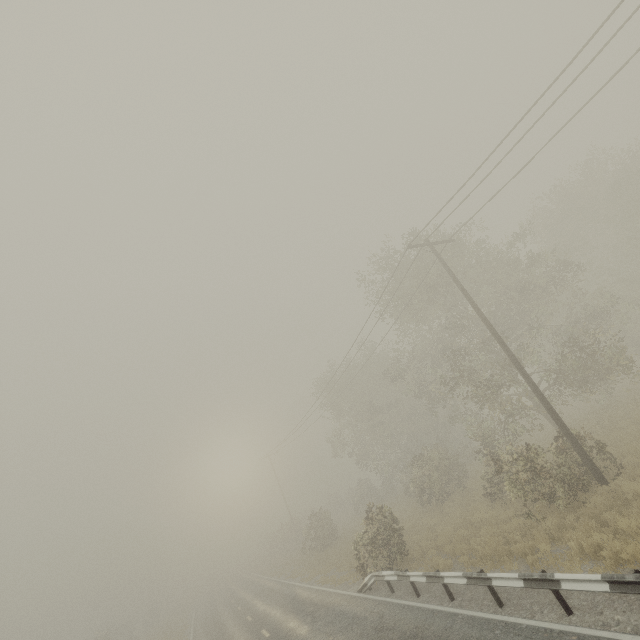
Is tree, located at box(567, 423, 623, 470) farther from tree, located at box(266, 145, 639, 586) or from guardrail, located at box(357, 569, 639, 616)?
tree, located at box(266, 145, 639, 586)

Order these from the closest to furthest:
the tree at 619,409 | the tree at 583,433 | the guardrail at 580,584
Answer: the guardrail at 580,584, the tree at 583,433, the tree at 619,409

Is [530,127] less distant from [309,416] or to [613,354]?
[613,354]

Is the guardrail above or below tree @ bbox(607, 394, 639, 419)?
above

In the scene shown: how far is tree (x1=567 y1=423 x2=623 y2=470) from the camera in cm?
1191

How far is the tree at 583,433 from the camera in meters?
11.9

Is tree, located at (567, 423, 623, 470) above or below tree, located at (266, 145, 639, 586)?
below

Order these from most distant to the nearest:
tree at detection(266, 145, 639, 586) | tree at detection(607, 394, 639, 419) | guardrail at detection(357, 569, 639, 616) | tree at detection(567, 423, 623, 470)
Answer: tree at detection(607, 394, 639, 419) < tree at detection(266, 145, 639, 586) < tree at detection(567, 423, 623, 470) < guardrail at detection(357, 569, 639, 616)
